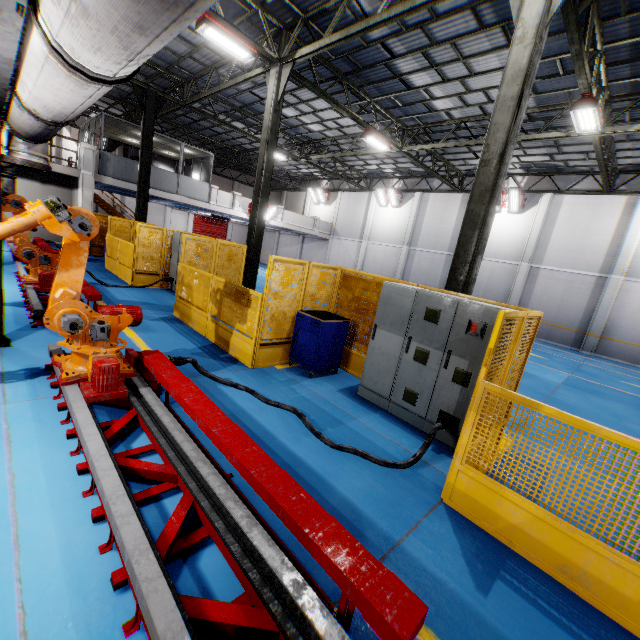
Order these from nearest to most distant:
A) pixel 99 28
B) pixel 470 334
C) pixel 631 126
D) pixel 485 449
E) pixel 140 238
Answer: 1. pixel 99 28
2. pixel 485 449
3. pixel 470 334
4. pixel 631 126
5. pixel 140 238

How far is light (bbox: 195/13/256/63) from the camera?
8.5m

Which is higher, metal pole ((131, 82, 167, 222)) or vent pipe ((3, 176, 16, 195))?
metal pole ((131, 82, 167, 222))

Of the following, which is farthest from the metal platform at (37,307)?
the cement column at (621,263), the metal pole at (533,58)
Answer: the cement column at (621,263)

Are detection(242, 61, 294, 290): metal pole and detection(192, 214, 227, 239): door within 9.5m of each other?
no

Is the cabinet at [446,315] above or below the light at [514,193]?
below

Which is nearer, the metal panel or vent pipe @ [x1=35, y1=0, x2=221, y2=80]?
vent pipe @ [x1=35, y1=0, x2=221, y2=80]

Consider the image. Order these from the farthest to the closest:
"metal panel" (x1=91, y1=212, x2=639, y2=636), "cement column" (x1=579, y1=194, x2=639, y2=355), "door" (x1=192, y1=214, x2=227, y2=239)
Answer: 1. "door" (x1=192, y1=214, x2=227, y2=239)
2. "cement column" (x1=579, y1=194, x2=639, y2=355)
3. "metal panel" (x1=91, y1=212, x2=639, y2=636)
